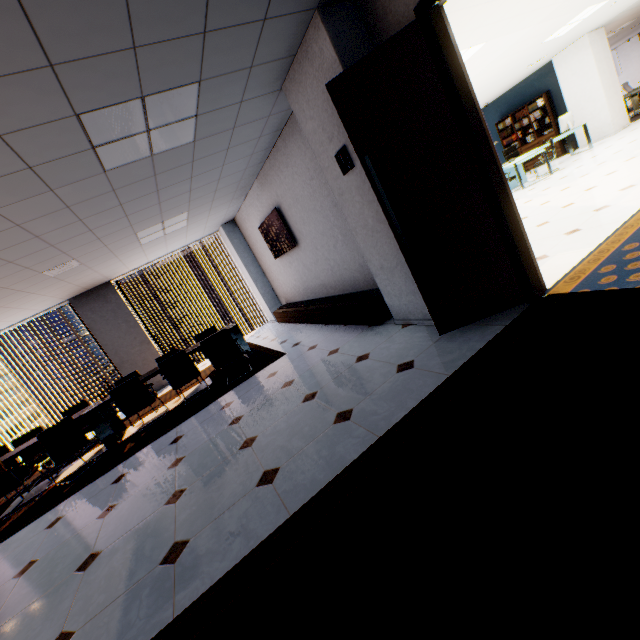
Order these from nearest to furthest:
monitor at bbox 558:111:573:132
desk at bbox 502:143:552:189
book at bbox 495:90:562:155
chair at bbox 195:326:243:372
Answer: chair at bbox 195:326:243:372 < desk at bbox 502:143:552:189 < monitor at bbox 558:111:573:132 < book at bbox 495:90:562:155

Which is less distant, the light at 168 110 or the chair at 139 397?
the light at 168 110

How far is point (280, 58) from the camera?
3.0m

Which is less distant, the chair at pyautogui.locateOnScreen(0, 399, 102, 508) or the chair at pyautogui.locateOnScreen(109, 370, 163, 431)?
the chair at pyautogui.locateOnScreen(0, 399, 102, 508)

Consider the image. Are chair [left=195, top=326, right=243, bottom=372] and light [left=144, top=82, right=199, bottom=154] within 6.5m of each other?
yes

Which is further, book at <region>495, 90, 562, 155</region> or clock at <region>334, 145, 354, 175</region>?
book at <region>495, 90, 562, 155</region>

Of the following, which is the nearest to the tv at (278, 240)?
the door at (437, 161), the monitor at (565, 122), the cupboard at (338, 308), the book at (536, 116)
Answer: the cupboard at (338, 308)

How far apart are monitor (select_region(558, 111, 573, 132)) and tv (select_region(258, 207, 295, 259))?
9.50m
